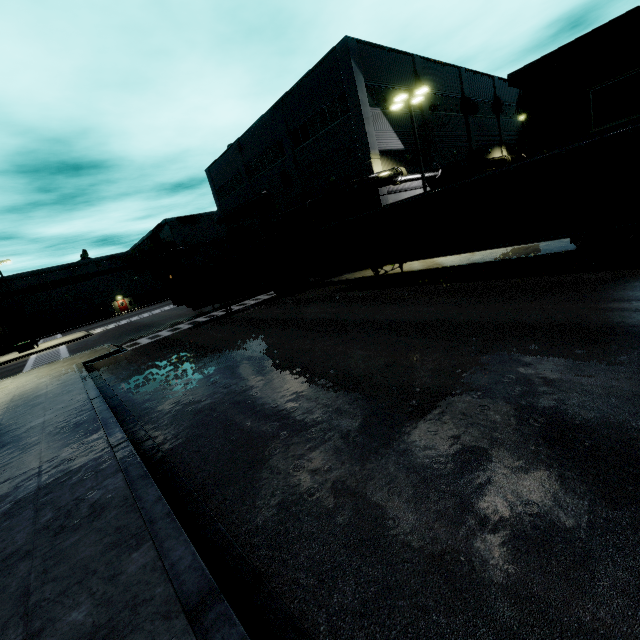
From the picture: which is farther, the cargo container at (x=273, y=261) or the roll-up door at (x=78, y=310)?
the roll-up door at (x=78, y=310)

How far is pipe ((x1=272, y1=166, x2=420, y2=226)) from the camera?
21.8 meters

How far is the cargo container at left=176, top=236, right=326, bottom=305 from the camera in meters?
21.2 m

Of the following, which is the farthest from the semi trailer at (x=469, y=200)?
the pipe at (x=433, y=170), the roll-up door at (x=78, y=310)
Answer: the roll-up door at (x=78, y=310)

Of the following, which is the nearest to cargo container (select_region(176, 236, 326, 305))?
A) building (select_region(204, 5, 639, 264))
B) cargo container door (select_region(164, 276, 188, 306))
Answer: cargo container door (select_region(164, 276, 188, 306))

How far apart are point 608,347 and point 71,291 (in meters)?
71.44

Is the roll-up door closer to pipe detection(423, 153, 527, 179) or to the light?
pipe detection(423, 153, 527, 179)

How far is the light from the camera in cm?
1859
